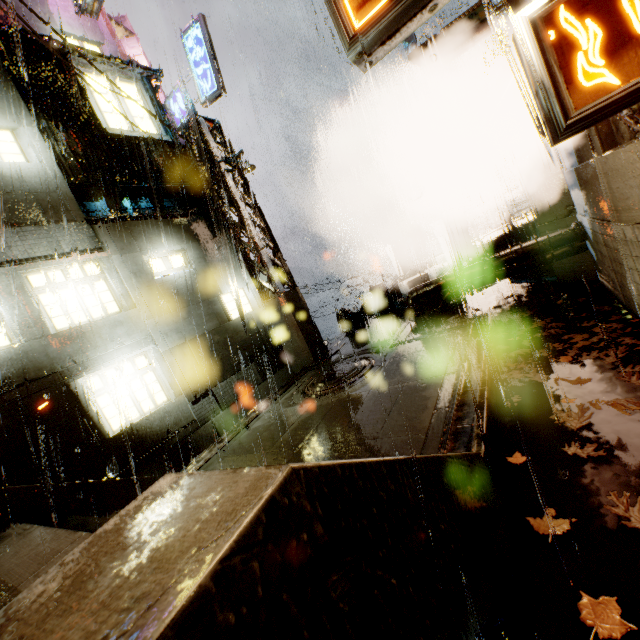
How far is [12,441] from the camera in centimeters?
710cm

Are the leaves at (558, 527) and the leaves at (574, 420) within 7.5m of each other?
yes

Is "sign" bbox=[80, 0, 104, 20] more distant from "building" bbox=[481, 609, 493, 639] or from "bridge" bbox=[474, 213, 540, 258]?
"bridge" bbox=[474, 213, 540, 258]

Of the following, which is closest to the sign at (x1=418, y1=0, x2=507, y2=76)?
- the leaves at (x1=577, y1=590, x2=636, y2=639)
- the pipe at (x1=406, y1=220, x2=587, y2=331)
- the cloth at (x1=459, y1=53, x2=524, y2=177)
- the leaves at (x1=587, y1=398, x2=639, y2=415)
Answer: the cloth at (x1=459, y1=53, x2=524, y2=177)

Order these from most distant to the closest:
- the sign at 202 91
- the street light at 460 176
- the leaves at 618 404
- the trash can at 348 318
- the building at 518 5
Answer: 1. the street light at 460 176
2. the trash can at 348 318
3. the sign at 202 91
4. the building at 518 5
5. the leaves at 618 404

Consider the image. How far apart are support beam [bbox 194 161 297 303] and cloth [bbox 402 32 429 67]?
6.70m

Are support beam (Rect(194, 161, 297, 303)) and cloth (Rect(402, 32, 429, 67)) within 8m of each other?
yes

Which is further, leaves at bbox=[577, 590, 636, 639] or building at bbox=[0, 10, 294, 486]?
building at bbox=[0, 10, 294, 486]
